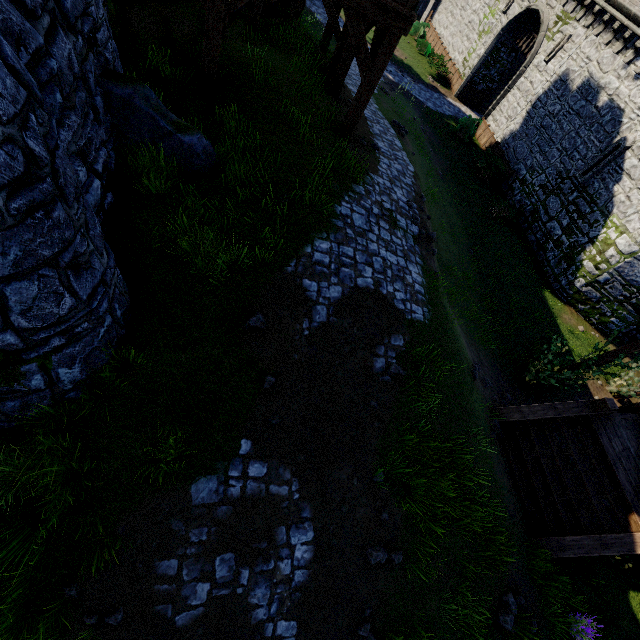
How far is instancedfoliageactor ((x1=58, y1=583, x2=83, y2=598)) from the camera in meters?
4.3

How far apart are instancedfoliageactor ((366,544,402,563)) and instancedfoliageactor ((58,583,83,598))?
4.26m

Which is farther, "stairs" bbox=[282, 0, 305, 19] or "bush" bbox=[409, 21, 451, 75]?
"bush" bbox=[409, 21, 451, 75]

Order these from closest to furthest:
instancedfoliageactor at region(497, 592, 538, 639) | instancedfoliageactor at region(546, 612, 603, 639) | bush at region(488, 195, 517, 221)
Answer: instancedfoliageactor at region(497, 592, 538, 639) < instancedfoliageactor at region(546, 612, 603, 639) < bush at region(488, 195, 517, 221)

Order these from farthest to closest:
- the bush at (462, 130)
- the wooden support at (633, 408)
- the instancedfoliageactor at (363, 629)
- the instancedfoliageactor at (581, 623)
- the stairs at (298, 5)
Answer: the bush at (462, 130)
the stairs at (298, 5)
the wooden support at (633, 408)
the instancedfoliageactor at (581, 623)
the instancedfoliageactor at (363, 629)

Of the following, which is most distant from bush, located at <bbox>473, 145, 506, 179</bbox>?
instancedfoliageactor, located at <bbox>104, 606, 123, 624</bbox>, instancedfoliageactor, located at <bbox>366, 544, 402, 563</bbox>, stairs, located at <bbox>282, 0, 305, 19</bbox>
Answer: instancedfoliageactor, located at <bbox>104, 606, 123, 624</bbox>

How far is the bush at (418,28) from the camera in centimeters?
2594cm

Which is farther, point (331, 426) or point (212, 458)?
point (331, 426)
